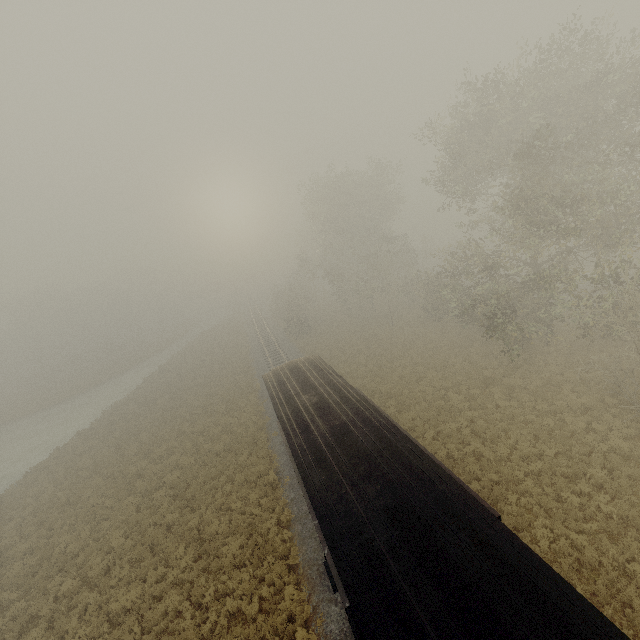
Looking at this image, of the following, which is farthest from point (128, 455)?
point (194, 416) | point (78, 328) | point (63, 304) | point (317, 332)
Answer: point (63, 304)
